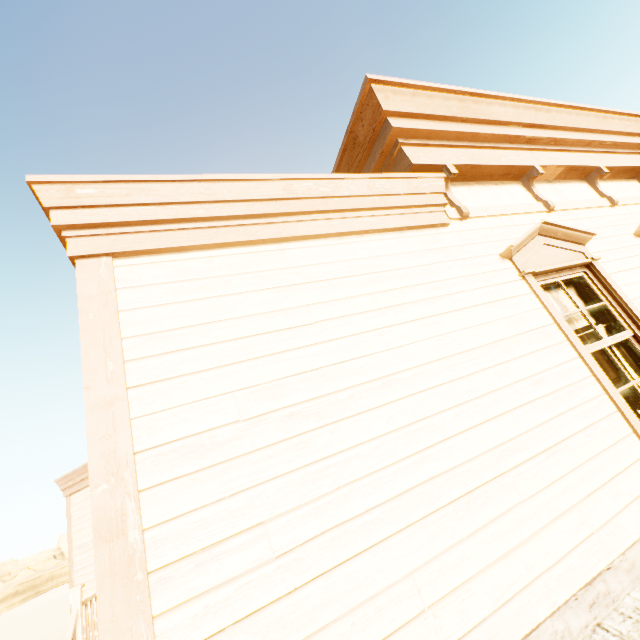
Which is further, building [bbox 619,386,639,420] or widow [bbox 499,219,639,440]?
building [bbox 619,386,639,420]

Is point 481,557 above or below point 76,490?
below

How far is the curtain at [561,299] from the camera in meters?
3.3

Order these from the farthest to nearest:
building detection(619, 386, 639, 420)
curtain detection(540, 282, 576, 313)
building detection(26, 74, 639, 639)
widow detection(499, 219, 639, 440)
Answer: building detection(619, 386, 639, 420), curtain detection(540, 282, 576, 313), widow detection(499, 219, 639, 440), building detection(26, 74, 639, 639)

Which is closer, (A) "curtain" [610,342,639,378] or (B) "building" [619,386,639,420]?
(A) "curtain" [610,342,639,378]

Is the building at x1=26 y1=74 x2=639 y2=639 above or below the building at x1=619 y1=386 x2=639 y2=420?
above

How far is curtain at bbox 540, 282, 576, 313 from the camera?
3.3m

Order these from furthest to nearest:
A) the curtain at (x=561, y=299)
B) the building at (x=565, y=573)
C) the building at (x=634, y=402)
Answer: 1. the building at (x=634, y=402)
2. the curtain at (x=561, y=299)
3. the building at (x=565, y=573)
